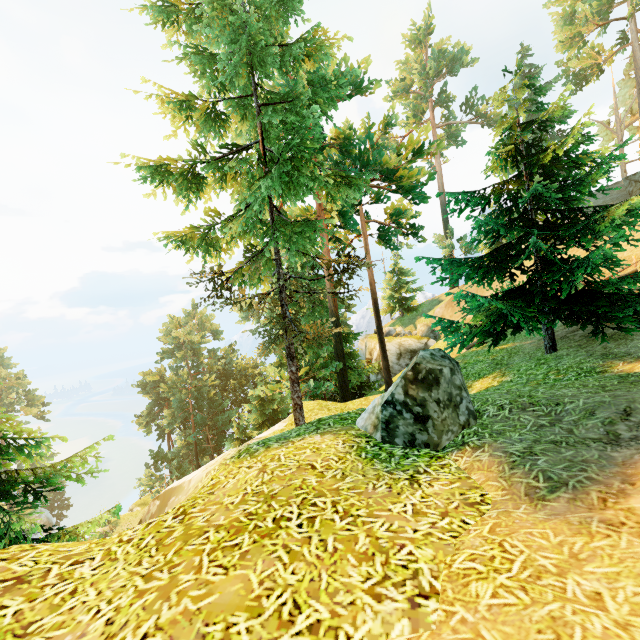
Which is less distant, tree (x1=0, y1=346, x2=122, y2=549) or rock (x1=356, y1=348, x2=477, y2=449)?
rock (x1=356, y1=348, x2=477, y2=449)

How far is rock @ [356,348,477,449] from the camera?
4.7 meters

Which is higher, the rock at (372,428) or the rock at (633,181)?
the rock at (633,181)

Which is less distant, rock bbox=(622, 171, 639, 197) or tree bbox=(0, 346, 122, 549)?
tree bbox=(0, 346, 122, 549)

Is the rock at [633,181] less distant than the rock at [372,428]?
No

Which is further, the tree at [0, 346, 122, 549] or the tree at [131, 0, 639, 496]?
the tree at [131, 0, 639, 496]

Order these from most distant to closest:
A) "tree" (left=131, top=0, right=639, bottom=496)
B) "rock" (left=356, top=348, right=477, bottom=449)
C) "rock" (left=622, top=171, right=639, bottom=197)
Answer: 1. "rock" (left=622, top=171, right=639, bottom=197)
2. "tree" (left=131, top=0, right=639, bottom=496)
3. "rock" (left=356, top=348, right=477, bottom=449)

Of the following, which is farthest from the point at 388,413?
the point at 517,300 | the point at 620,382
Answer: the point at 517,300
